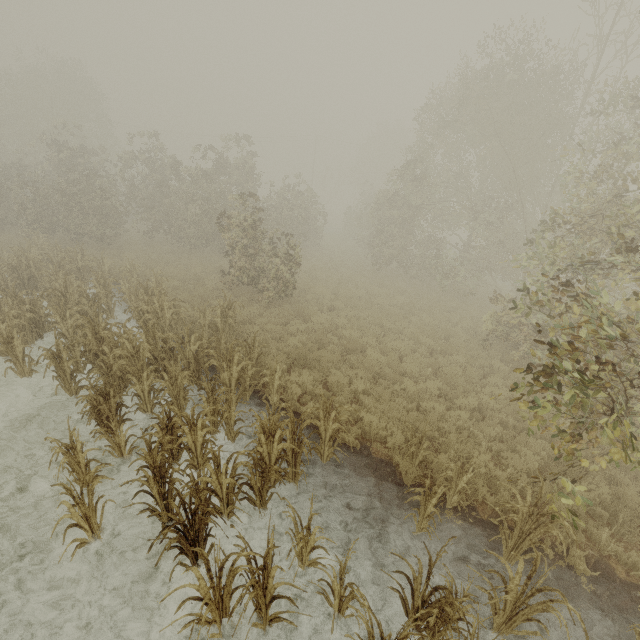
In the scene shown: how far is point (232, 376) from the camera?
7.4m

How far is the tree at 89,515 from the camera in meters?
4.4 m

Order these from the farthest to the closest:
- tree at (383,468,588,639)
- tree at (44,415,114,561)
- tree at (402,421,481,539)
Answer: tree at (402,421,481,539) → tree at (44,415,114,561) → tree at (383,468,588,639)

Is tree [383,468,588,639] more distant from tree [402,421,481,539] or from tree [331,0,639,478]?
tree [331,0,639,478]

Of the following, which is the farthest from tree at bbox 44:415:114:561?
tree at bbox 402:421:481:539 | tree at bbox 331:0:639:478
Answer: tree at bbox 331:0:639:478

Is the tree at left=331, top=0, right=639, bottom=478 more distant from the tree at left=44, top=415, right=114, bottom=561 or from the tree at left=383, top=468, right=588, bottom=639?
the tree at left=44, top=415, right=114, bottom=561

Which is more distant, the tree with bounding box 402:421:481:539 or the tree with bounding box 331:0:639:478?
the tree with bounding box 402:421:481:539

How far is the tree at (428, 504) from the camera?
5.1m
